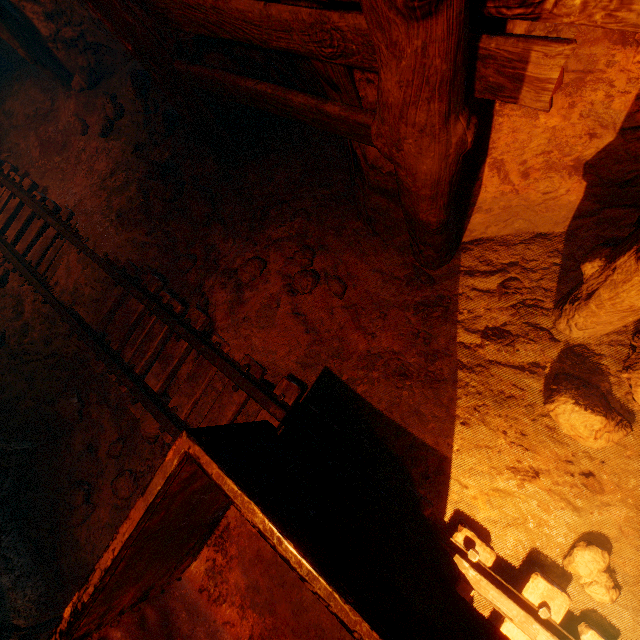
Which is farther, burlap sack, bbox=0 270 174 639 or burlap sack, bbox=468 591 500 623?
burlap sack, bbox=0 270 174 639

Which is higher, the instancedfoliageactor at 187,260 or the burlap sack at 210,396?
the instancedfoliageactor at 187,260

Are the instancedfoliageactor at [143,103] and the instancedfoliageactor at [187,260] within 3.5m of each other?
yes

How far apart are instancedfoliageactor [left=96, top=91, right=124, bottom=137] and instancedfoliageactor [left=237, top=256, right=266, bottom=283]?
3.3m

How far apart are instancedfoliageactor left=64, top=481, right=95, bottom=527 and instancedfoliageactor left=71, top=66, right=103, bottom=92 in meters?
5.5 m

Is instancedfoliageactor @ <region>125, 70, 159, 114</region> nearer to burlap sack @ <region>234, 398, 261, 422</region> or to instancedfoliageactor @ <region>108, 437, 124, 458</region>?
burlap sack @ <region>234, 398, 261, 422</region>

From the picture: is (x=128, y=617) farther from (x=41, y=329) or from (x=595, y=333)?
(x=41, y=329)

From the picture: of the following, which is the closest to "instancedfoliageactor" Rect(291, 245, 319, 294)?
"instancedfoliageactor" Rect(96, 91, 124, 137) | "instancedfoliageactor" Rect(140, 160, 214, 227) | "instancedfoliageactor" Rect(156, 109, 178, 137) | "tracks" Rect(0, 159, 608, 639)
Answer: "tracks" Rect(0, 159, 608, 639)
